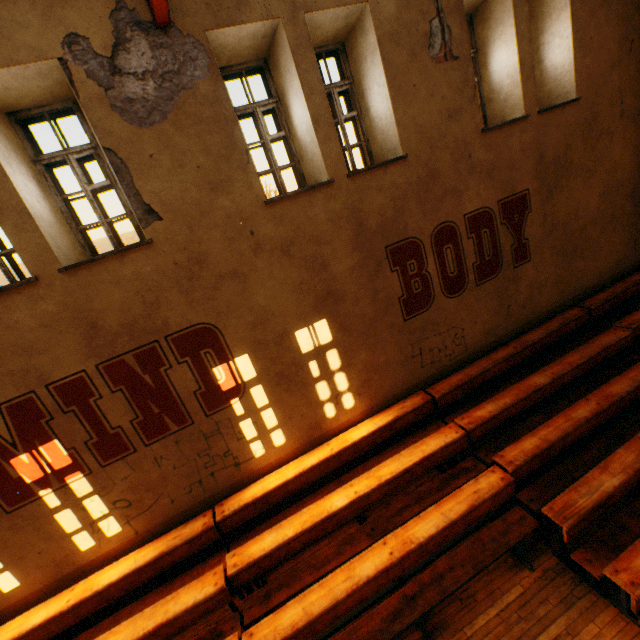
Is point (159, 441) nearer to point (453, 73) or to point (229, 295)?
point (229, 295)
